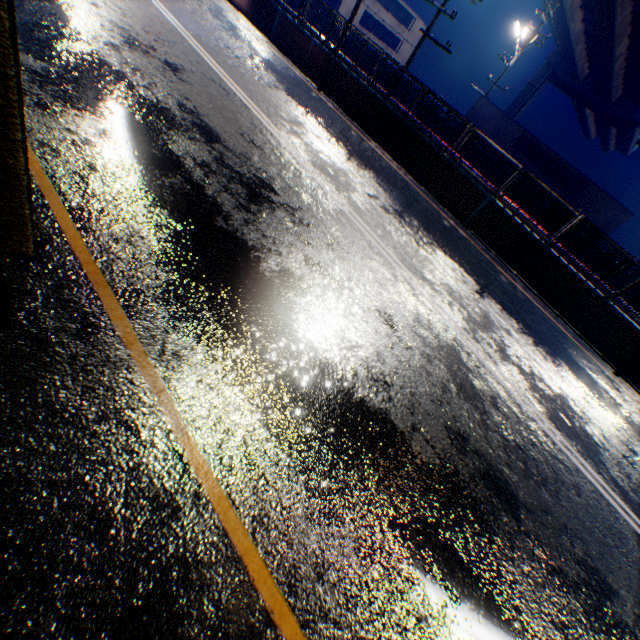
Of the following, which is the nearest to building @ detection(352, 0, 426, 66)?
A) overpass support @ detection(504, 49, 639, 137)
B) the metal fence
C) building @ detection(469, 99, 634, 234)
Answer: building @ detection(469, 99, 634, 234)

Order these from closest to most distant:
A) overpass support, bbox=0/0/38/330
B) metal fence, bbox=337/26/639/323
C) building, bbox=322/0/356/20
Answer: overpass support, bbox=0/0/38/330
metal fence, bbox=337/26/639/323
building, bbox=322/0/356/20

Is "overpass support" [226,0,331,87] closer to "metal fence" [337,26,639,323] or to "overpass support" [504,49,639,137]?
"metal fence" [337,26,639,323]

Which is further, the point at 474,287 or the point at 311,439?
the point at 474,287

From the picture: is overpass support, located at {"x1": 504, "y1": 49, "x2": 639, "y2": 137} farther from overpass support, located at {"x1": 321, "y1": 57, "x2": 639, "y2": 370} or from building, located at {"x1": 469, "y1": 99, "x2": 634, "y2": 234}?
building, located at {"x1": 469, "y1": 99, "x2": 634, "y2": 234}

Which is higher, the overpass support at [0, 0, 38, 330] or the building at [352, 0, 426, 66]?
the building at [352, 0, 426, 66]

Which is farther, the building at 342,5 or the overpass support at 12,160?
the building at 342,5

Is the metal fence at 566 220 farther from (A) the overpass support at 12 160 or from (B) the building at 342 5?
(B) the building at 342 5
